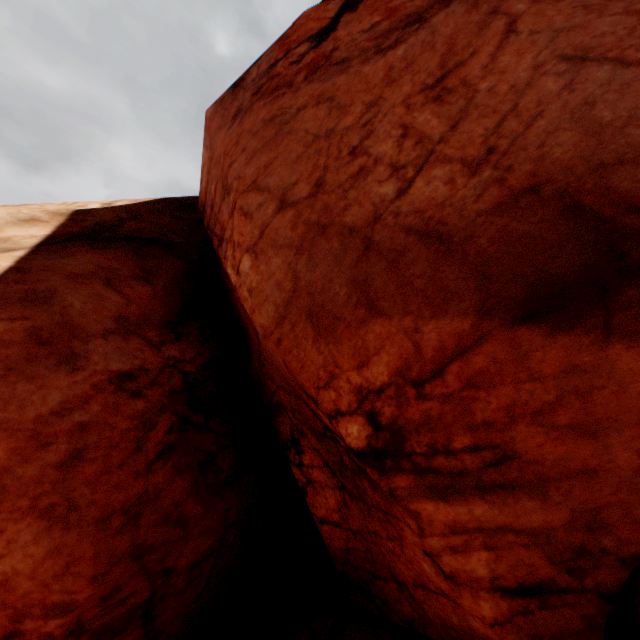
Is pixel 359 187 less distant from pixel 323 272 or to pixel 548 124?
pixel 323 272
